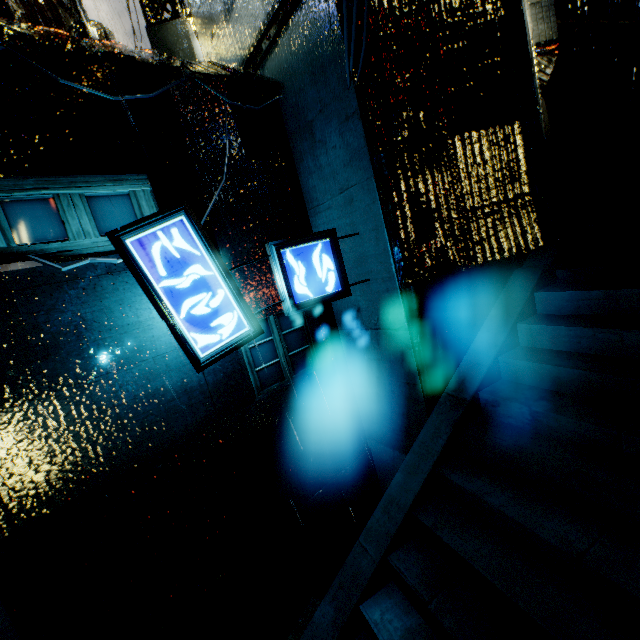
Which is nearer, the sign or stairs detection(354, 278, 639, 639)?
stairs detection(354, 278, 639, 639)

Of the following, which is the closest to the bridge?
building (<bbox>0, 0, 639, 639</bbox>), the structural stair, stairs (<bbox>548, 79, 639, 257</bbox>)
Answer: building (<bbox>0, 0, 639, 639</bbox>)

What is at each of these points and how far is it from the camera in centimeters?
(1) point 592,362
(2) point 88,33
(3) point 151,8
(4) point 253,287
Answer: (1) stairs, 402cm
(2) trash can, 624cm
(3) support beam, 901cm
(4) building, 625cm

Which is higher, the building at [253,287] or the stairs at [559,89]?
the stairs at [559,89]

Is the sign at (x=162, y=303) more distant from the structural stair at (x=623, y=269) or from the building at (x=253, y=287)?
the structural stair at (x=623, y=269)

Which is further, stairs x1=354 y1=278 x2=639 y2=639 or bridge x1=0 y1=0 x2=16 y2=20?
bridge x1=0 y1=0 x2=16 y2=20

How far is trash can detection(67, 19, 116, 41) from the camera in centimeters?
621cm

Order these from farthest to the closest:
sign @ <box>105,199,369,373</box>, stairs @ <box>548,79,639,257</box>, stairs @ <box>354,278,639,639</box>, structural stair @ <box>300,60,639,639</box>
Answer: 1. stairs @ <box>548,79,639,257</box>
2. sign @ <box>105,199,369,373</box>
3. structural stair @ <box>300,60,639,639</box>
4. stairs @ <box>354,278,639,639</box>
